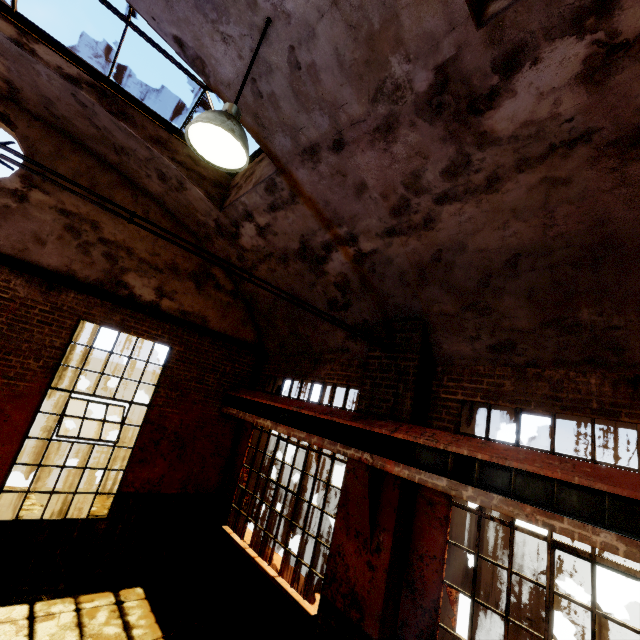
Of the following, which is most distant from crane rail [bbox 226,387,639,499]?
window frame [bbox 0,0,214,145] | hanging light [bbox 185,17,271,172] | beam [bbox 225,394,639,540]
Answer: window frame [bbox 0,0,214,145]

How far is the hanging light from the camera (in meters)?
2.61

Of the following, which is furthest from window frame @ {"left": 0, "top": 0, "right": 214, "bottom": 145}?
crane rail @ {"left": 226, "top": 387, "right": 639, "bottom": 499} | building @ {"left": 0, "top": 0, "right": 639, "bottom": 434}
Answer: crane rail @ {"left": 226, "top": 387, "right": 639, "bottom": 499}

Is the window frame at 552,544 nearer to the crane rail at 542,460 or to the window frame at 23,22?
the crane rail at 542,460

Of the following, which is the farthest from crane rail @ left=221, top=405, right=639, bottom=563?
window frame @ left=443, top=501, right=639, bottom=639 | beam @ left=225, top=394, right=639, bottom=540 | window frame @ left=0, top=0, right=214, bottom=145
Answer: window frame @ left=0, top=0, right=214, bottom=145

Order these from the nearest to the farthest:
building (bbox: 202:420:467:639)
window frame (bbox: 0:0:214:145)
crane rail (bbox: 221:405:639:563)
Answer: crane rail (bbox: 221:405:639:563), building (bbox: 202:420:467:639), window frame (bbox: 0:0:214:145)

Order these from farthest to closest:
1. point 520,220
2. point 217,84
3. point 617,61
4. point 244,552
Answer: point 244,552, point 217,84, point 520,220, point 617,61

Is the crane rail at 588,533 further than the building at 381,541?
No
